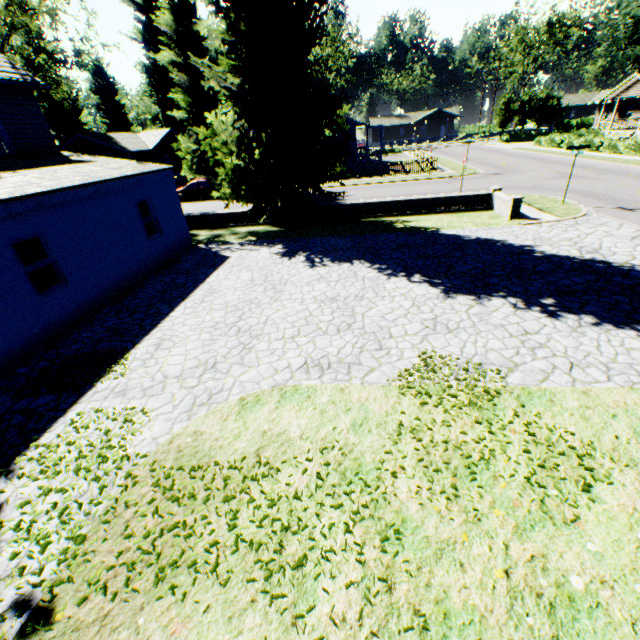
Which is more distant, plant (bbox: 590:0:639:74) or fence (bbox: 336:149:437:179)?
fence (bbox: 336:149:437:179)

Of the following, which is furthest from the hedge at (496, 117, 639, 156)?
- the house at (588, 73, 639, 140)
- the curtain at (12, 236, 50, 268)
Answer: the curtain at (12, 236, 50, 268)

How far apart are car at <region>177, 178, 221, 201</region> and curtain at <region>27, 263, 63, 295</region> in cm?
2146

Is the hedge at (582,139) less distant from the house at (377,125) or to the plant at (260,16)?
the plant at (260,16)

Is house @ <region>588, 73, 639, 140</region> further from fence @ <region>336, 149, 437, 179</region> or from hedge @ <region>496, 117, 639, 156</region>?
fence @ <region>336, 149, 437, 179</region>

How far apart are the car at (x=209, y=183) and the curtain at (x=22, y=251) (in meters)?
21.46

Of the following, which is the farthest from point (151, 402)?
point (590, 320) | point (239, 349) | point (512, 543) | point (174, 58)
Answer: point (174, 58)
